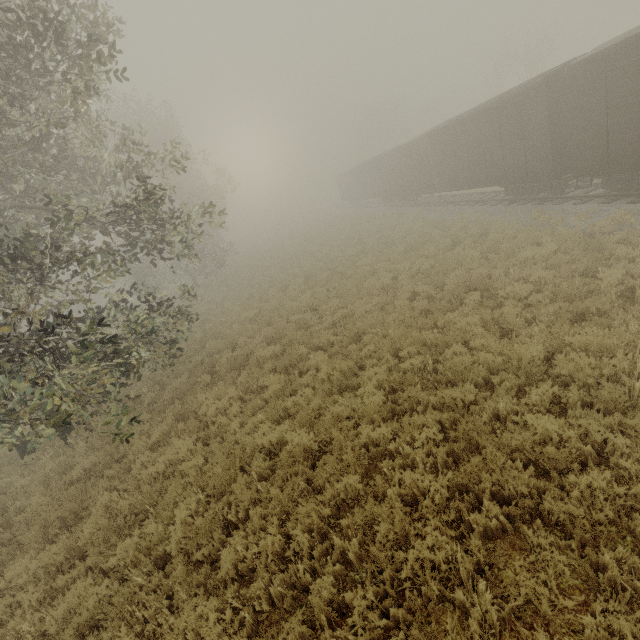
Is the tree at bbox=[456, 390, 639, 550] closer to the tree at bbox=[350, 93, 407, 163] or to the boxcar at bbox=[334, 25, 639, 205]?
the boxcar at bbox=[334, 25, 639, 205]

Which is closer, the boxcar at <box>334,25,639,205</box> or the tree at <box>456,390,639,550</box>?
the tree at <box>456,390,639,550</box>

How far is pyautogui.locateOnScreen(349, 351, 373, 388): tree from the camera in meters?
7.8

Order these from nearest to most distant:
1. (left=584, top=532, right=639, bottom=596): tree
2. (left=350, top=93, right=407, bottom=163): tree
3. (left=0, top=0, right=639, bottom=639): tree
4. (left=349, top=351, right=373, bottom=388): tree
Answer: (left=584, top=532, right=639, bottom=596): tree
(left=0, top=0, right=639, bottom=639): tree
(left=349, top=351, right=373, bottom=388): tree
(left=350, top=93, right=407, bottom=163): tree

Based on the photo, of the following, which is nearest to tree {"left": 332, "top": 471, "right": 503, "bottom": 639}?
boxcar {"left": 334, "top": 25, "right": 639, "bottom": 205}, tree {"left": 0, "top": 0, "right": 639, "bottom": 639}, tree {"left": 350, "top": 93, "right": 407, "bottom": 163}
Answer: tree {"left": 0, "top": 0, "right": 639, "bottom": 639}

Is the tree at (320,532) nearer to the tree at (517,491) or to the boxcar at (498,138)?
the tree at (517,491)

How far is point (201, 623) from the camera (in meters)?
4.26

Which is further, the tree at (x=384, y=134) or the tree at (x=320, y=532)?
the tree at (x=384, y=134)
